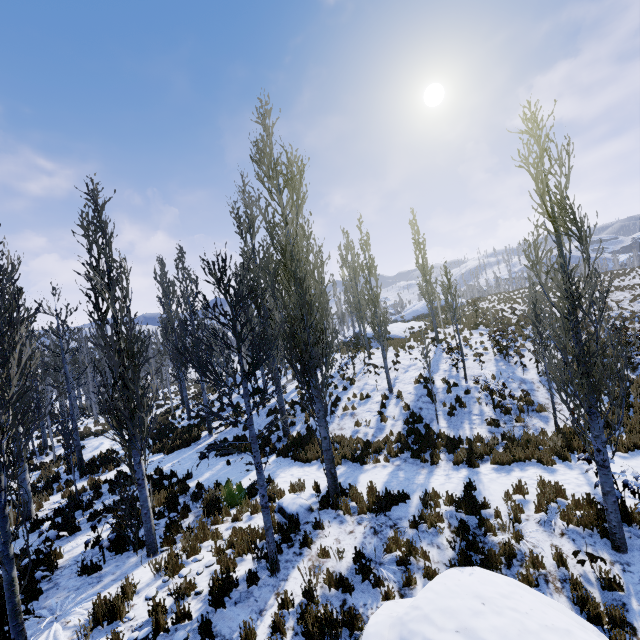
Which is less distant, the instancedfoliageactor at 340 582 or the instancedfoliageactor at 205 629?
the instancedfoliageactor at 205 629

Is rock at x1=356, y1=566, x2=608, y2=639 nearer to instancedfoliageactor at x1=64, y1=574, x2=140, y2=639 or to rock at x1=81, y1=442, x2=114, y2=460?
instancedfoliageactor at x1=64, y1=574, x2=140, y2=639

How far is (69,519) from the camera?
9.6m

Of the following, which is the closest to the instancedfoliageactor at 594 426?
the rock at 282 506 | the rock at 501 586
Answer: the rock at 282 506

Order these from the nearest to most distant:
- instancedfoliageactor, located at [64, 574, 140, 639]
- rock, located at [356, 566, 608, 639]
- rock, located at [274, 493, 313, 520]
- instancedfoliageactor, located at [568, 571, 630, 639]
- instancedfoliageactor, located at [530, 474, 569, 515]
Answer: rock, located at [356, 566, 608, 639]
instancedfoliageactor, located at [568, 571, 630, 639]
instancedfoliageactor, located at [64, 574, 140, 639]
instancedfoliageactor, located at [530, 474, 569, 515]
rock, located at [274, 493, 313, 520]

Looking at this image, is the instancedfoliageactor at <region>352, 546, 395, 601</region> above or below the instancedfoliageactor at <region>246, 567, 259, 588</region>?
below

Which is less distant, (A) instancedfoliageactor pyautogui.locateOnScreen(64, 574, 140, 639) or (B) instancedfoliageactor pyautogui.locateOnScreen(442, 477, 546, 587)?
(A) instancedfoliageactor pyautogui.locateOnScreen(64, 574, 140, 639)
